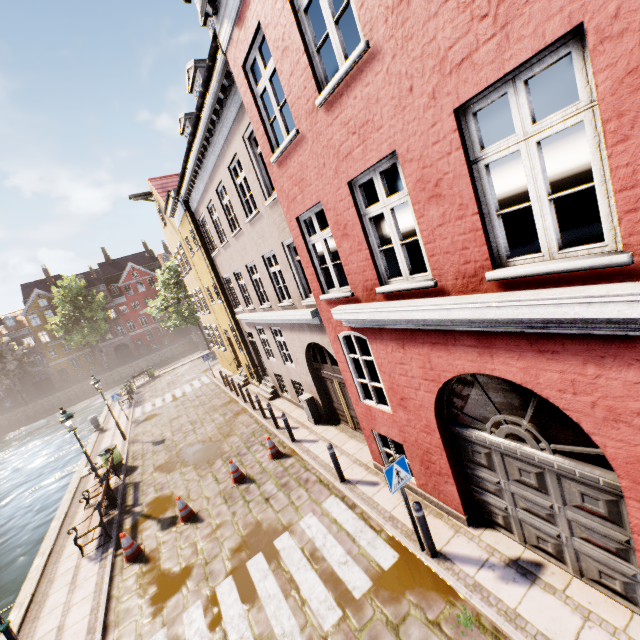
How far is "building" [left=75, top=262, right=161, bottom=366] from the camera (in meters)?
56.06

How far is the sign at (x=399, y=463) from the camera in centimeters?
542cm

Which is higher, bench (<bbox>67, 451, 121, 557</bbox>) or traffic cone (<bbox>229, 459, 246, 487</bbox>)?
bench (<bbox>67, 451, 121, 557</bbox>)

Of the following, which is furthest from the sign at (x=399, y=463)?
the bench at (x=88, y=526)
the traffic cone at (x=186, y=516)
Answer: the bench at (x=88, y=526)

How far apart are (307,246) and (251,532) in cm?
706

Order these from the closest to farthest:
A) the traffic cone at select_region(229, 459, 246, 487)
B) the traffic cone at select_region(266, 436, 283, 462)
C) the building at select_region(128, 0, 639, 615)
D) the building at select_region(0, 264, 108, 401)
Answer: the building at select_region(128, 0, 639, 615)
the traffic cone at select_region(229, 459, 246, 487)
the traffic cone at select_region(266, 436, 283, 462)
the building at select_region(0, 264, 108, 401)

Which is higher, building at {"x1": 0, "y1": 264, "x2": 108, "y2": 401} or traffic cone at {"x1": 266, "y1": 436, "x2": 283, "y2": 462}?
building at {"x1": 0, "y1": 264, "x2": 108, "y2": 401}

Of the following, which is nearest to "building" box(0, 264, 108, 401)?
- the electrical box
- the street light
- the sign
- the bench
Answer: the bench
